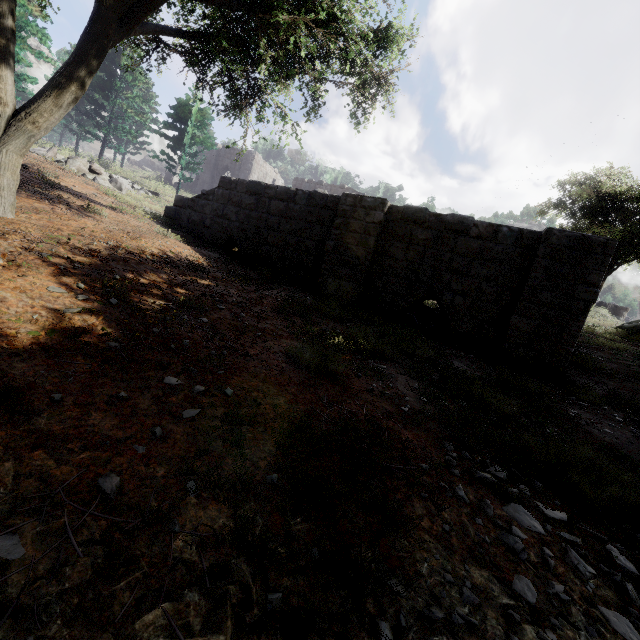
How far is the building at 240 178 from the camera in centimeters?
698cm

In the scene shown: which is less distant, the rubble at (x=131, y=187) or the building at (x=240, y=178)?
the building at (x=240, y=178)

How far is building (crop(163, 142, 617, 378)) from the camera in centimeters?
698cm

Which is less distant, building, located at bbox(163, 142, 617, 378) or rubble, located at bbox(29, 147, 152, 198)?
building, located at bbox(163, 142, 617, 378)

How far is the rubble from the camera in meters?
12.9 m

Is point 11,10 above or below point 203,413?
above
